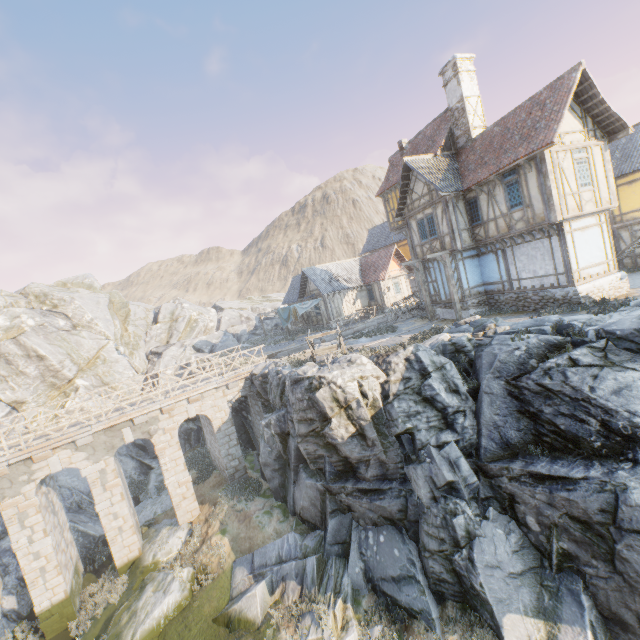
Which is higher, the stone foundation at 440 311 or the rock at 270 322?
the rock at 270 322

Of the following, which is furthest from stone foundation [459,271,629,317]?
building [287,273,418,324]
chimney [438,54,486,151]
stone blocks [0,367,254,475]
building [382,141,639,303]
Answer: stone blocks [0,367,254,475]

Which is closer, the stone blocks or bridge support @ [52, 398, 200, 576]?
the stone blocks

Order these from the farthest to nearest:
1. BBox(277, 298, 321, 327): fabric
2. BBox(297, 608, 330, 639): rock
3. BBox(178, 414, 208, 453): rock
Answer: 1. BBox(277, 298, 321, 327): fabric
2. BBox(178, 414, 208, 453): rock
3. BBox(297, 608, 330, 639): rock

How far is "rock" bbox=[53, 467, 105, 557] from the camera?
19.2m

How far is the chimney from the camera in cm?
1853

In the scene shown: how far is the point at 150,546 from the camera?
16.3 meters

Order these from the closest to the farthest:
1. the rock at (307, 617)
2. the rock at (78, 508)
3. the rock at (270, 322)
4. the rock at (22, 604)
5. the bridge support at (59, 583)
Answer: the rock at (307, 617) < the bridge support at (59, 583) < the rock at (22, 604) < the rock at (78, 508) < the rock at (270, 322)
